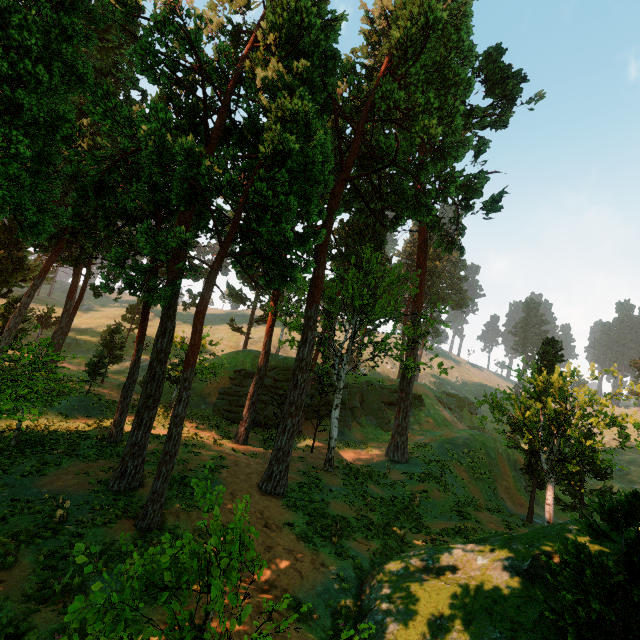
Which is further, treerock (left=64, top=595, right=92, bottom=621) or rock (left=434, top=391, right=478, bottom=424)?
rock (left=434, top=391, right=478, bottom=424)

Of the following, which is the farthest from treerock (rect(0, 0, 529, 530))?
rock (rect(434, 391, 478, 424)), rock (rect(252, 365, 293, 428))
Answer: rock (rect(434, 391, 478, 424))

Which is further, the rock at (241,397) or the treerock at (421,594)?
the rock at (241,397)

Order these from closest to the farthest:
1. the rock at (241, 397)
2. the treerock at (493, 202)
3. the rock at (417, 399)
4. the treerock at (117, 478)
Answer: the treerock at (117, 478) < the treerock at (493, 202) < the rock at (241, 397) < the rock at (417, 399)

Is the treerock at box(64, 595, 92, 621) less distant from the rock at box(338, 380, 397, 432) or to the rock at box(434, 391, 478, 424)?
the rock at box(338, 380, 397, 432)

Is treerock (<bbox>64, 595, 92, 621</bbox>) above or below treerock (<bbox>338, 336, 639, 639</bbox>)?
above

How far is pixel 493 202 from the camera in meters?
22.4 m
